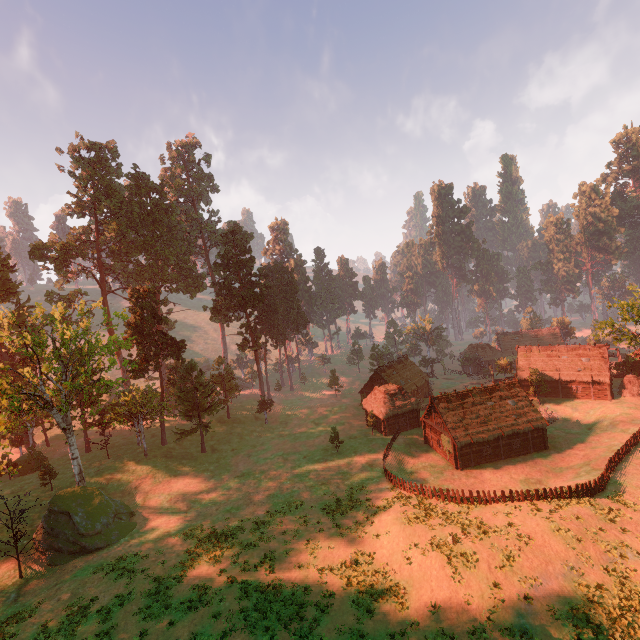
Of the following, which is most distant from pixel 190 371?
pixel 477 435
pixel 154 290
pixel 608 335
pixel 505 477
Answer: pixel 608 335

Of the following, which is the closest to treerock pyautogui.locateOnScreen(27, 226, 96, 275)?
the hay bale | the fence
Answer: the hay bale

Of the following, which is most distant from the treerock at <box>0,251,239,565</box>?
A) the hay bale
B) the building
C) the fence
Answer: the fence

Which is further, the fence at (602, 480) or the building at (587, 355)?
the building at (587, 355)

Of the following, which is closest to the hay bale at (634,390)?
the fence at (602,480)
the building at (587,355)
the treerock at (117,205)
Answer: the building at (587,355)

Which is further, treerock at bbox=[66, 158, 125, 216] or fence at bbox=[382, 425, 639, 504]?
treerock at bbox=[66, 158, 125, 216]

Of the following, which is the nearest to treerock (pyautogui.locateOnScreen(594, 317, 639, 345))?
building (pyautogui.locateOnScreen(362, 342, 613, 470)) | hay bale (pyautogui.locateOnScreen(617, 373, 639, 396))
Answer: building (pyautogui.locateOnScreen(362, 342, 613, 470))

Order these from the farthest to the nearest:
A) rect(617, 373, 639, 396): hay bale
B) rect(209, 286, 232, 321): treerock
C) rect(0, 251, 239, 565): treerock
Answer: rect(209, 286, 232, 321): treerock < rect(617, 373, 639, 396): hay bale < rect(0, 251, 239, 565): treerock
